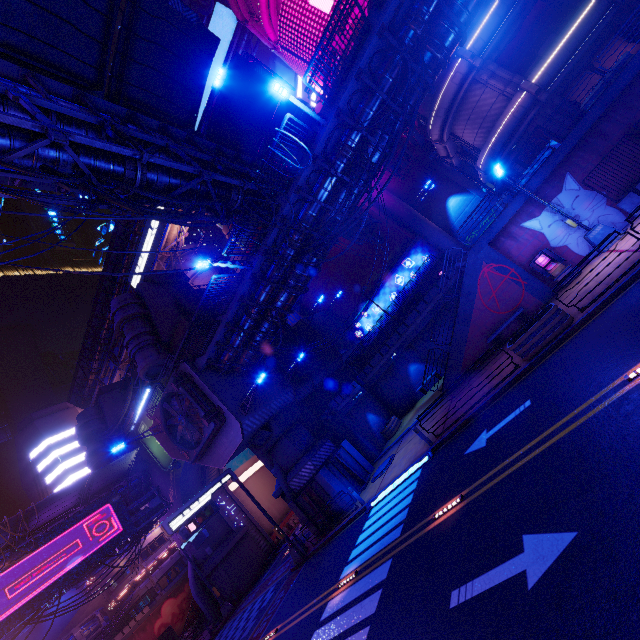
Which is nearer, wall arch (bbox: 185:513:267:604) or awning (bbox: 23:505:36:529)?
awning (bbox: 23:505:36:529)

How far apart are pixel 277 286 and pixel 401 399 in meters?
16.6

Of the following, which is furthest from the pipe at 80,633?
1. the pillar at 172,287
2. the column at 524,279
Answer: the column at 524,279

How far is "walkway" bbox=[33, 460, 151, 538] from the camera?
26.2m

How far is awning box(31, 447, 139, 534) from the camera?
24.47m

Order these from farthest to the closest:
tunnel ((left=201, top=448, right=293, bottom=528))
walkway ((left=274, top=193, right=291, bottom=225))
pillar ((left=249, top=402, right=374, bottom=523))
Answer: tunnel ((left=201, top=448, right=293, bottom=528)), pillar ((left=249, top=402, right=374, bottom=523)), walkway ((left=274, top=193, right=291, bottom=225))

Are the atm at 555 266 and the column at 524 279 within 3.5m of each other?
yes

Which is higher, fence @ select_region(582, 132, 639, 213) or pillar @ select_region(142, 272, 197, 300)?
pillar @ select_region(142, 272, 197, 300)
